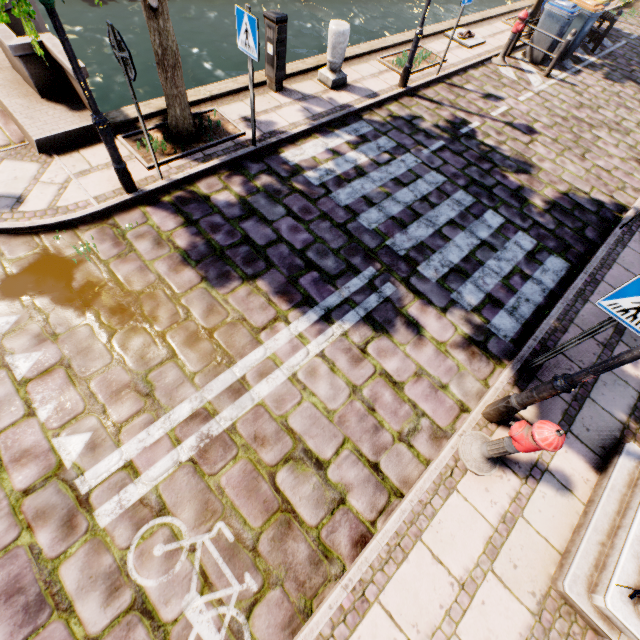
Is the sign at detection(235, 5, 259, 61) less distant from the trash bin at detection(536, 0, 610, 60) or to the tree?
the tree

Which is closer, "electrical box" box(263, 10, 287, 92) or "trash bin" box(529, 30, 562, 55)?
"electrical box" box(263, 10, 287, 92)

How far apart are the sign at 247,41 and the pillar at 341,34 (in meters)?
3.02

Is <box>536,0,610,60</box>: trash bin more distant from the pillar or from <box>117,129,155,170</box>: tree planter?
<box>117,129,155,170</box>: tree planter

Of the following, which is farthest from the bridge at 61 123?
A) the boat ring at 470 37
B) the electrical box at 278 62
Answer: the boat ring at 470 37

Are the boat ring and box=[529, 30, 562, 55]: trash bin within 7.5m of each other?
yes

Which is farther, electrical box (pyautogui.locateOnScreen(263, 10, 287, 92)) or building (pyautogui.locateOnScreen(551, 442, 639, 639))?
electrical box (pyautogui.locateOnScreen(263, 10, 287, 92))

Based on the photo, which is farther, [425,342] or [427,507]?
[425,342]
